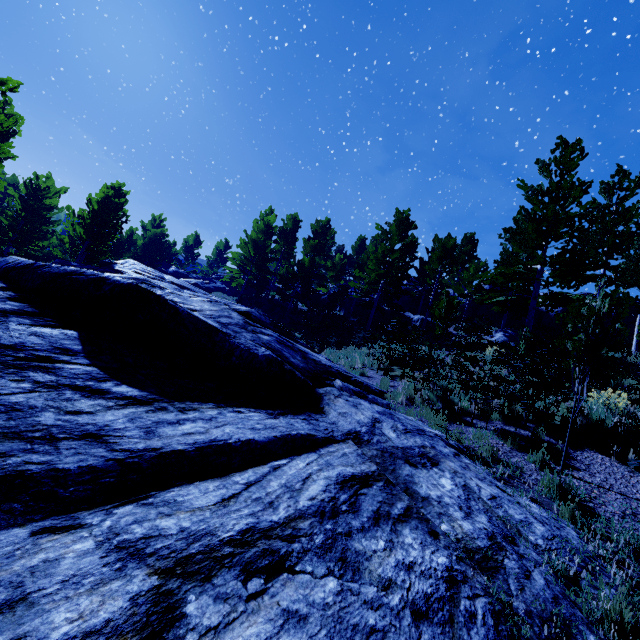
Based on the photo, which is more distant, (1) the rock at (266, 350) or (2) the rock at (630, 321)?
(2) the rock at (630, 321)

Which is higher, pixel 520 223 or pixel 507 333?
pixel 520 223

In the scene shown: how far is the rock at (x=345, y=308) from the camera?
31.4 meters

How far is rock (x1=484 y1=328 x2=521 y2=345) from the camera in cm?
1902

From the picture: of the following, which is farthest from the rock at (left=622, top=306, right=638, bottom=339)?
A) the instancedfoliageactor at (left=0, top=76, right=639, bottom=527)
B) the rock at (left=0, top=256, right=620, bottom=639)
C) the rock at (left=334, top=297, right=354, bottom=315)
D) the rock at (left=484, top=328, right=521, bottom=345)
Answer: the rock at (left=0, top=256, right=620, bottom=639)

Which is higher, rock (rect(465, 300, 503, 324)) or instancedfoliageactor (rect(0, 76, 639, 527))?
rock (rect(465, 300, 503, 324))

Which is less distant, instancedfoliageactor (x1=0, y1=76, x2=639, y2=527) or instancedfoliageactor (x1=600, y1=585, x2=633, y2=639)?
instancedfoliageactor (x1=600, y1=585, x2=633, y2=639)

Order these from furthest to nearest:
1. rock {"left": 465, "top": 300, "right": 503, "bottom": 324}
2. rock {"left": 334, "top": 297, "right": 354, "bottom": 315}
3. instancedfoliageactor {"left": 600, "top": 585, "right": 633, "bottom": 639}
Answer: rock {"left": 334, "top": 297, "right": 354, "bottom": 315}
rock {"left": 465, "top": 300, "right": 503, "bottom": 324}
instancedfoliageactor {"left": 600, "top": 585, "right": 633, "bottom": 639}
